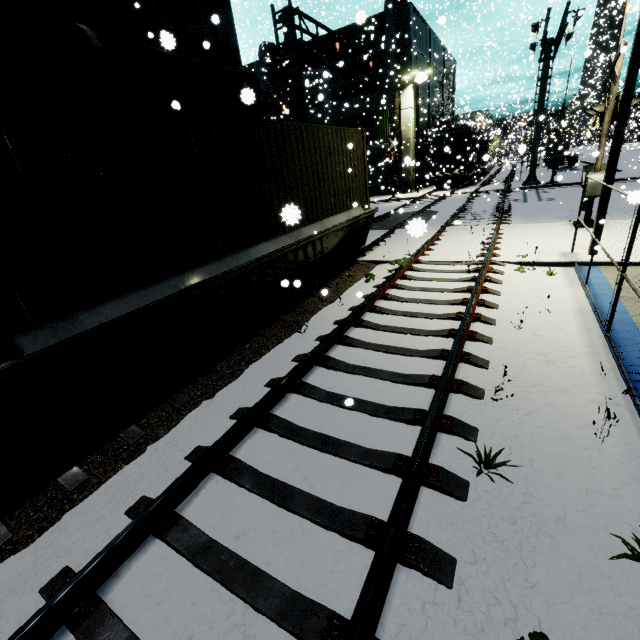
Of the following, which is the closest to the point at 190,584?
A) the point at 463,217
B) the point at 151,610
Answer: the point at 151,610

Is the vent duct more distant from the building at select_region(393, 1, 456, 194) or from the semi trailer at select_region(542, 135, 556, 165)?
the semi trailer at select_region(542, 135, 556, 165)

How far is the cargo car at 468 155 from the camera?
28.44m

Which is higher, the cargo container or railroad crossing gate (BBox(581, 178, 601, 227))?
the cargo container

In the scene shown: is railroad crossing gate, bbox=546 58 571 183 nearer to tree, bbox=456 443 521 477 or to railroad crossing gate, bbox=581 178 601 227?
railroad crossing gate, bbox=581 178 601 227

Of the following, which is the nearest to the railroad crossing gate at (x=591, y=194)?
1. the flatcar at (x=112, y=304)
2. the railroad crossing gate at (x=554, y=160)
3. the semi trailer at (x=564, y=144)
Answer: the flatcar at (x=112, y=304)

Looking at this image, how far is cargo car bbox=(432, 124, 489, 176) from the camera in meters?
28.4

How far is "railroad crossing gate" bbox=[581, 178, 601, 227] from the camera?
10.4 meters
